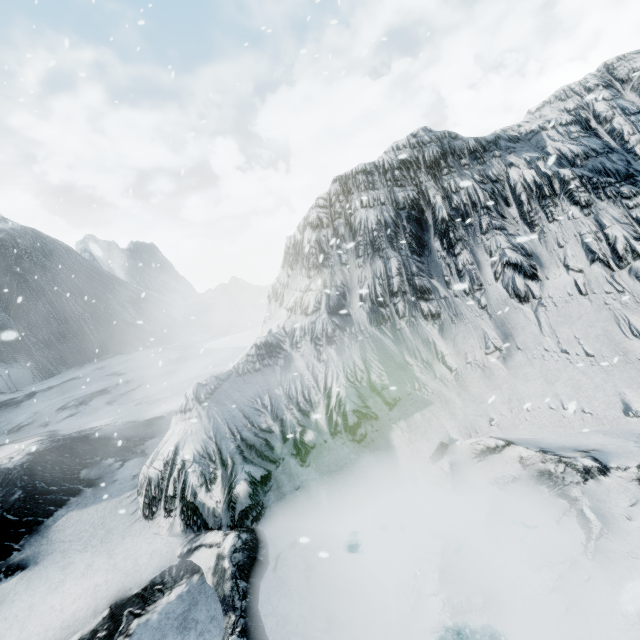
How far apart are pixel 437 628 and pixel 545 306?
4.86m
